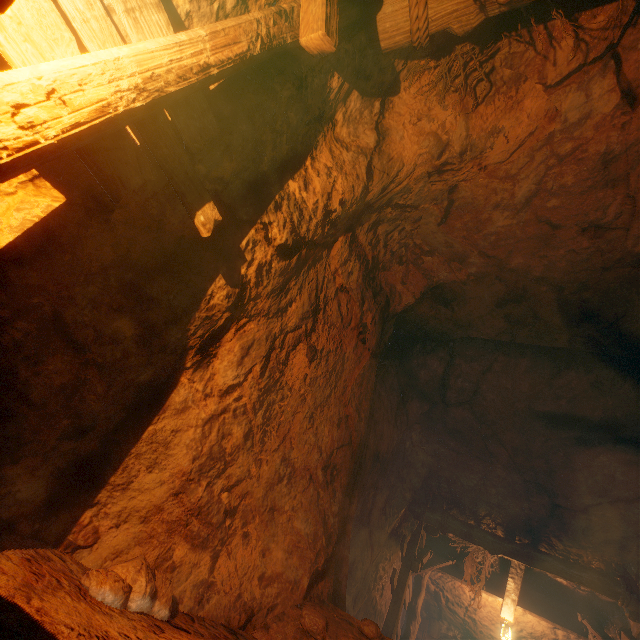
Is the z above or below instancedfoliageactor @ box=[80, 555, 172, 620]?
above

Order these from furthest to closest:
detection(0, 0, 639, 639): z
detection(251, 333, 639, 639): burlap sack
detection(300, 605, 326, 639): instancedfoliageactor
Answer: detection(251, 333, 639, 639): burlap sack, detection(300, 605, 326, 639): instancedfoliageactor, detection(0, 0, 639, 639): z

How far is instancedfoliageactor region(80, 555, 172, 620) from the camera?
1.63m

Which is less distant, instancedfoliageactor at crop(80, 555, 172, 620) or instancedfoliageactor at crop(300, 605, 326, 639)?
instancedfoliageactor at crop(80, 555, 172, 620)

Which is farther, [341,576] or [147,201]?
[341,576]

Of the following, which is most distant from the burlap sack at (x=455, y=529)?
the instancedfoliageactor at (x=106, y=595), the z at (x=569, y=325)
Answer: the instancedfoliageactor at (x=106, y=595)

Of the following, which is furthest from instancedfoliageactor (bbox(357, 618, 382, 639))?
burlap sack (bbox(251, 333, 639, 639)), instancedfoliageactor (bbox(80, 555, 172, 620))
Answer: instancedfoliageactor (bbox(80, 555, 172, 620))

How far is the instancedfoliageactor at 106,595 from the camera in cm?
163
